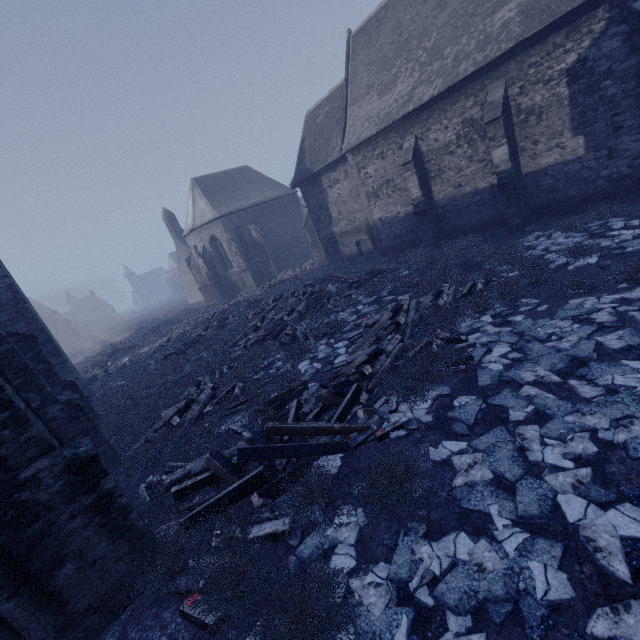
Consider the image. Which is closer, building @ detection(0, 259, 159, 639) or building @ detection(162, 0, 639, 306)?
building @ detection(0, 259, 159, 639)

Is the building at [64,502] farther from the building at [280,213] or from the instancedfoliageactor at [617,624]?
the building at [280,213]

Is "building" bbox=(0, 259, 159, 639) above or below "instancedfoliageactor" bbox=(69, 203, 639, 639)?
above

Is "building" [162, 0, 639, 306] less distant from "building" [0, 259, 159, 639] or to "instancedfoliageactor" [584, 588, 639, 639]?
"instancedfoliageactor" [584, 588, 639, 639]

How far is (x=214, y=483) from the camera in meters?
5.6 m

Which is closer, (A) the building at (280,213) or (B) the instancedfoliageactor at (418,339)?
(B) the instancedfoliageactor at (418,339)

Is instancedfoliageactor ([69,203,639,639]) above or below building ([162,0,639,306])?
below
